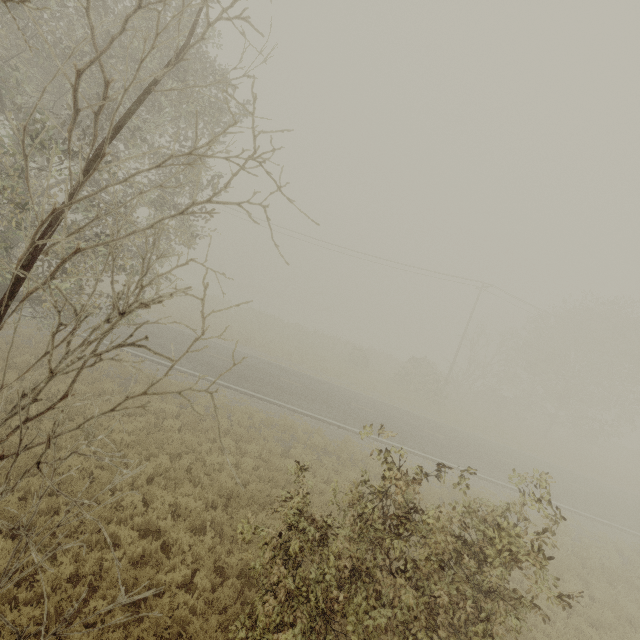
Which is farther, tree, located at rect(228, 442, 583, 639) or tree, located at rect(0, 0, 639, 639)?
tree, located at rect(228, 442, 583, 639)

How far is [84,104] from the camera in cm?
1166

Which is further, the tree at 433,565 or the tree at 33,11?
the tree at 433,565
